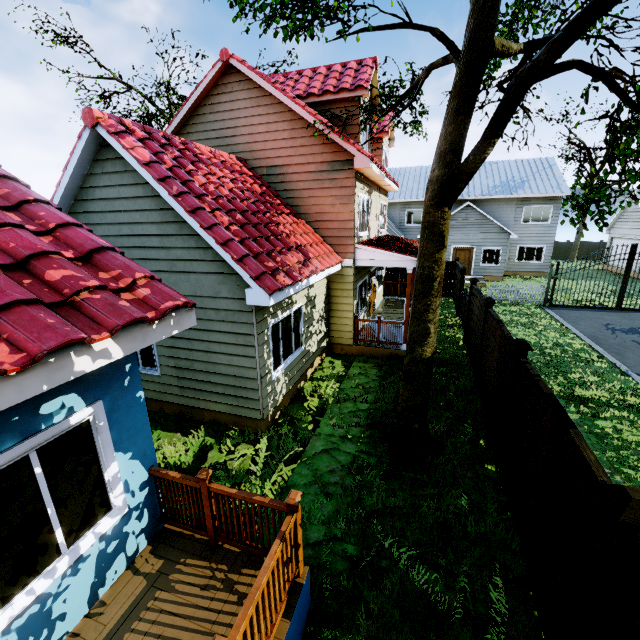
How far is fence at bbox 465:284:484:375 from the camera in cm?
949

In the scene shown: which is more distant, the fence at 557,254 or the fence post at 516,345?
the fence at 557,254

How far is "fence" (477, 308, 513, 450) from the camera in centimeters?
633cm

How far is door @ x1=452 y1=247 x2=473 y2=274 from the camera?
24.7 meters

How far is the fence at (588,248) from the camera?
35.5m

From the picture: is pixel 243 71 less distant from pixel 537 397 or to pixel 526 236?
pixel 537 397

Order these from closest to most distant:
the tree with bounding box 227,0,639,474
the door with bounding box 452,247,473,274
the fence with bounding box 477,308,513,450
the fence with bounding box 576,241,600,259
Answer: the tree with bounding box 227,0,639,474 → the fence with bounding box 477,308,513,450 → the door with bounding box 452,247,473,274 → the fence with bounding box 576,241,600,259

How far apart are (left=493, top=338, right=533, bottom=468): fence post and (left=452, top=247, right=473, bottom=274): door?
21.3m
